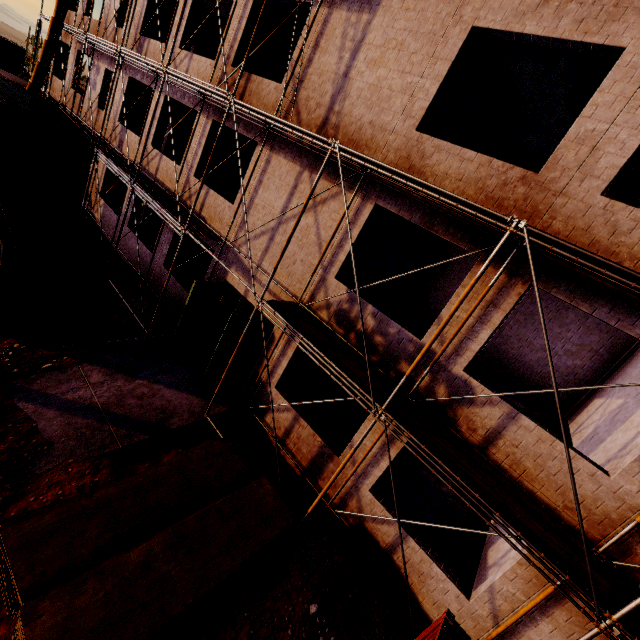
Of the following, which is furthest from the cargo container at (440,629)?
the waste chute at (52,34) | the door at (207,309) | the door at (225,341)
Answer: the waste chute at (52,34)

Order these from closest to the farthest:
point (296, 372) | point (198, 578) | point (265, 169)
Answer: point (198, 578), point (265, 169), point (296, 372)

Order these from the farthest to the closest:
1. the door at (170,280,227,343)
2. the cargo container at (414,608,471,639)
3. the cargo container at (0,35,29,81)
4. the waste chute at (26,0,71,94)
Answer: the cargo container at (0,35,29,81) < the waste chute at (26,0,71,94) < the door at (170,280,227,343) < the cargo container at (414,608,471,639)

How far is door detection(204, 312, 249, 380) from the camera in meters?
9.9

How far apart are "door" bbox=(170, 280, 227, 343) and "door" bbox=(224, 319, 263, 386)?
1.8 meters

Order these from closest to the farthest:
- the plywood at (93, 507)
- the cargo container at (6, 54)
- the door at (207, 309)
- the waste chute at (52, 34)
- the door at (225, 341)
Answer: the plywood at (93, 507)
the door at (225, 341)
the door at (207, 309)
the waste chute at (52, 34)
the cargo container at (6, 54)

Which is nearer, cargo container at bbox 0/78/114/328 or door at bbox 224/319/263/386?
cargo container at bbox 0/78/114/328
